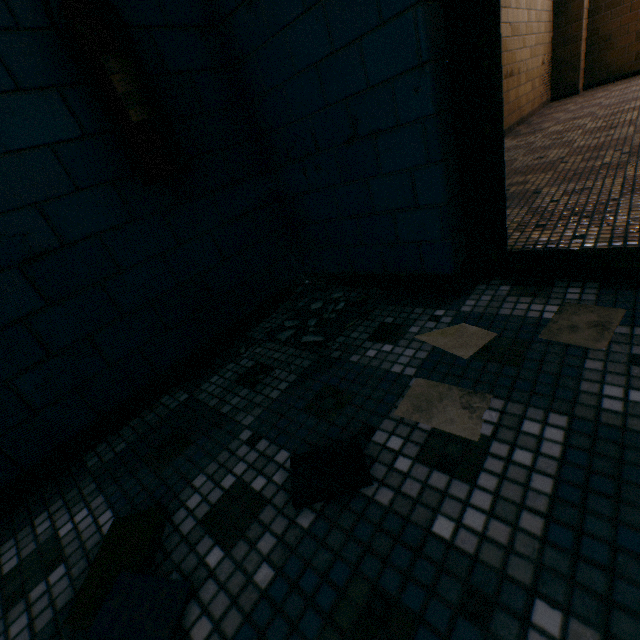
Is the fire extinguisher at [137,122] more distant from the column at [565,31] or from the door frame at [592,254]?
the column at [565,31]

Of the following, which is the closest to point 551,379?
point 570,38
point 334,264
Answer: point 334,264

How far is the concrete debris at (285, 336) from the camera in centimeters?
144cm

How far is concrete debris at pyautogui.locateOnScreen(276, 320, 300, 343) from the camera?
1.4m

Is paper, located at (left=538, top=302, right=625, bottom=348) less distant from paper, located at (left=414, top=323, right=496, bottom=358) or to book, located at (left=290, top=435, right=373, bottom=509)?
paper, located at (left=414, top=323, right=496, bottom=358)

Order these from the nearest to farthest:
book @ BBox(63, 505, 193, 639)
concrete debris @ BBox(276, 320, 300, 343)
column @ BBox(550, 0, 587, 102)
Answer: book @ BBox(63, 505, 193, 639)
concrete debris @ BBox(276, 320, 300, 343)
column @ BBox(550, 0, 587, 102)

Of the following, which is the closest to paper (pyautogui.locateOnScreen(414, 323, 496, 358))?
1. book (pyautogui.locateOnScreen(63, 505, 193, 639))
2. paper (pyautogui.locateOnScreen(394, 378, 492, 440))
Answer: paper (pyautogui.locateOnScreen(394, 378, 492, 440))

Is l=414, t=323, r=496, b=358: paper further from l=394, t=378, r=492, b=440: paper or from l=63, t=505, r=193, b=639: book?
l=63, t=505, r=193, b=639: book
